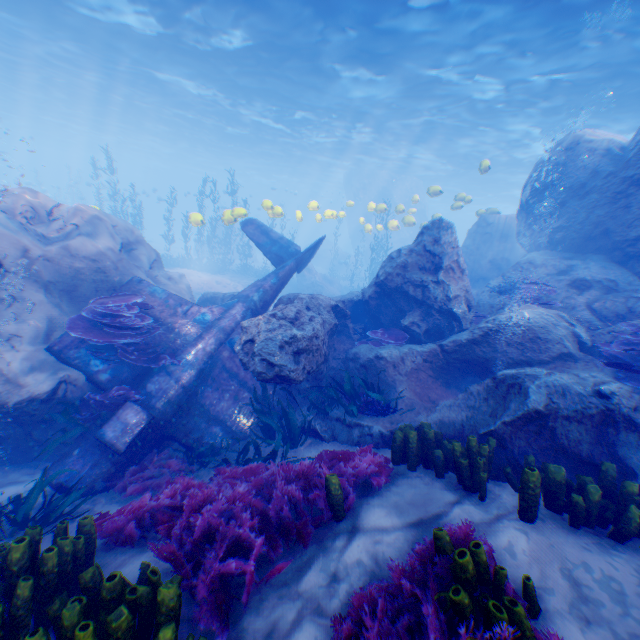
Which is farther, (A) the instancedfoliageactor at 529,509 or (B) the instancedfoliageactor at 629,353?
(B) the instancedfoliageactor at 629,353

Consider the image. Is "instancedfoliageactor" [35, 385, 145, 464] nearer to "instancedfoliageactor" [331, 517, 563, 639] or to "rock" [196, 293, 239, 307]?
"rock" [196, 293, 239, 307]

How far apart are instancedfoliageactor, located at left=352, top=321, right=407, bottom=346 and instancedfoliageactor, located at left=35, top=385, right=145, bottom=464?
5.3 meters

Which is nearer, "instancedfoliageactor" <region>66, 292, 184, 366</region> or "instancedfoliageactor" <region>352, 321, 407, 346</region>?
"instancedfoliageactor" <region>66, 292, 184, 366</region>

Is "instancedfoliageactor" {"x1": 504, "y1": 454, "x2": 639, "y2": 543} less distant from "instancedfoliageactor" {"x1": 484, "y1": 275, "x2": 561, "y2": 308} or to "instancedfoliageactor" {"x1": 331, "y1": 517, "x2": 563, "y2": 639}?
"instancedfoliageactor" {"x1": 331, "y1": 517, "x2": 563, "y2": 639}

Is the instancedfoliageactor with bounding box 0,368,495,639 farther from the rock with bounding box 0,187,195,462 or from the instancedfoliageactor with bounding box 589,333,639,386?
the instancedfoliageactor with bounding box 589,333,639,386

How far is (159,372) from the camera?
7.1m

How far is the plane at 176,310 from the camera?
6.0m
